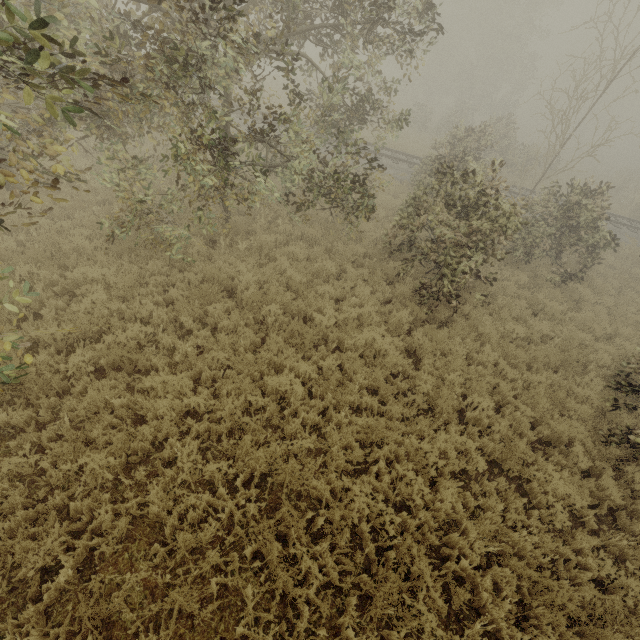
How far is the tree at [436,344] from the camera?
7.0 meters

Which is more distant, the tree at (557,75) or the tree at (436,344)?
the tree at (436,344)

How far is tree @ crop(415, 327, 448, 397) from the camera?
7.00m

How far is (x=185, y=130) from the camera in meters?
6.0 m

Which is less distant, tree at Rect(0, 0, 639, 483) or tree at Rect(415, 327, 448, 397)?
tree at Rect(0, 0, 639, 483)
